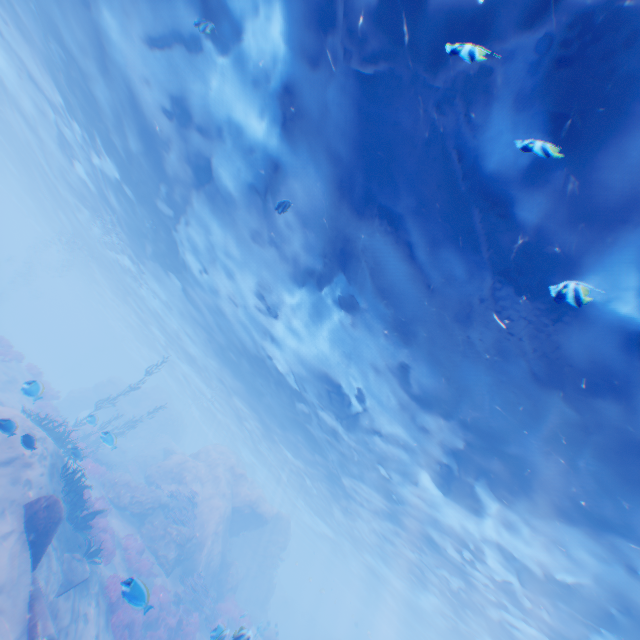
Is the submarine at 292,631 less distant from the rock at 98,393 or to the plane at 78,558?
the plane at 78,558

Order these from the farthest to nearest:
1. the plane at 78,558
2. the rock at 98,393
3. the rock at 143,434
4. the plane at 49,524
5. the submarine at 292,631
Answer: the submarine at 292,631 < the rock at 98,393 < the rock at 143,434 < the plane at 78,558 < the plane at 49,524

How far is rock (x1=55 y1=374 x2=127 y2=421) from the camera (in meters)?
37.56

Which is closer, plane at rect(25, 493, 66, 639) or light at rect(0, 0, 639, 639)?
light at rect(0, 0, 639, 639)

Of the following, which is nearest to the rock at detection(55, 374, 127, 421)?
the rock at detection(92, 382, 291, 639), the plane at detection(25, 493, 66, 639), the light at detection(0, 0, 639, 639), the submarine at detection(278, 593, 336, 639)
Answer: the rock at detection(92, 382, 291, 639)

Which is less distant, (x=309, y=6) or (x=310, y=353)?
(x=309, y=6)

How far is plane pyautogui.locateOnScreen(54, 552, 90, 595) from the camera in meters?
9.6 m

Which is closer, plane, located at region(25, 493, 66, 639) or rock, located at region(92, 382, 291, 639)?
plane, located at region(25, 493, 66, 639)
